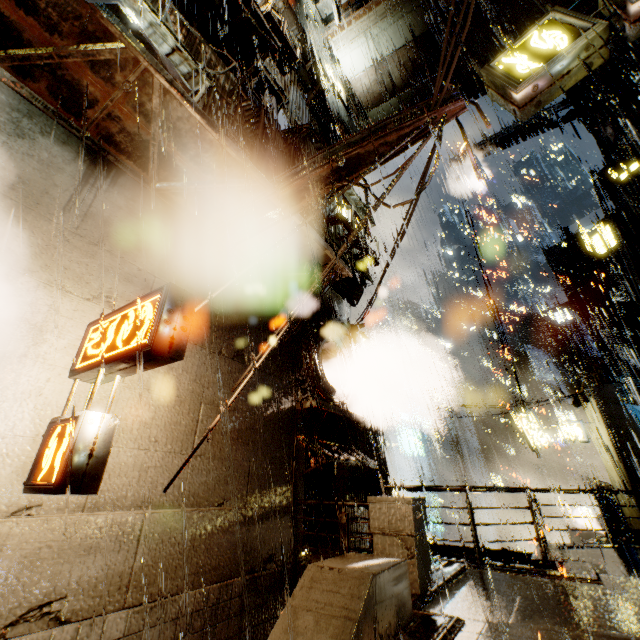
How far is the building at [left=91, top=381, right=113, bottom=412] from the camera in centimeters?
468cm

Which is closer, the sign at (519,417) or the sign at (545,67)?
the sign at (545,67)

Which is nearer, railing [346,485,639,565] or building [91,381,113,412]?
building [91,381,113,412]

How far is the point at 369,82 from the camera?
17.1m

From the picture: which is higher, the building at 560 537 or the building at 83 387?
the building at 83 387

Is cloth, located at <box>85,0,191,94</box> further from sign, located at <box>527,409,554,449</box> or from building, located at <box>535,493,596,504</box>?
sign, located at <box>527,409,554,449</box>
